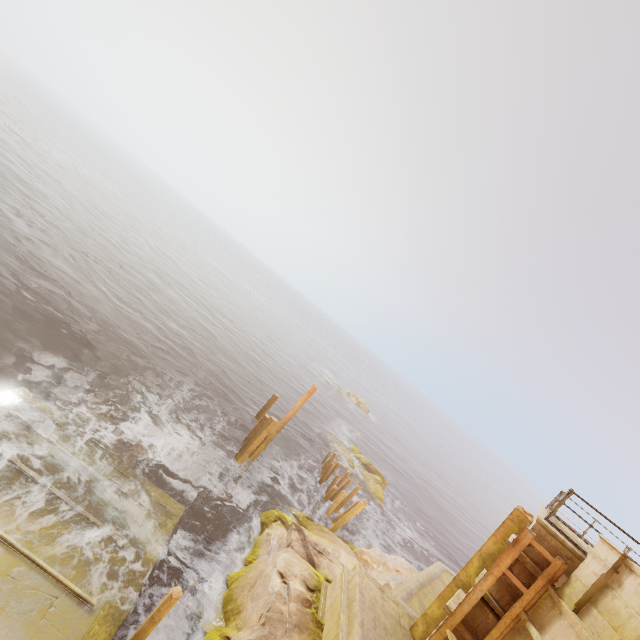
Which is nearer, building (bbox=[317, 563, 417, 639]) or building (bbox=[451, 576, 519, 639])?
building (bbox=[451, 576, 519, 639])

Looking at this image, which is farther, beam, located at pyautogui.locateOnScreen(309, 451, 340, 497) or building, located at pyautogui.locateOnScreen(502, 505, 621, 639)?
beam, located at pyautogui.locateOnScreen(309, 451, 340, 497)

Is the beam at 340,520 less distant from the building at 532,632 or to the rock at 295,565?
the rock at 295,565

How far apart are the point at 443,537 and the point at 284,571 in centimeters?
2665cm

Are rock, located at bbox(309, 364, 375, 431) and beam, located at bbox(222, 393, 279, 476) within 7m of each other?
no

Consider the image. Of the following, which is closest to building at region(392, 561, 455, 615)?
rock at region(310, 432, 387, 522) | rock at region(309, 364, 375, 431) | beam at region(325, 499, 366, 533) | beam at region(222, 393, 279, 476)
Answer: beam at region(325, 499, 366, 533)

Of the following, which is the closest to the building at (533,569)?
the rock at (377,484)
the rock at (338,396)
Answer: the rock at (377,484)

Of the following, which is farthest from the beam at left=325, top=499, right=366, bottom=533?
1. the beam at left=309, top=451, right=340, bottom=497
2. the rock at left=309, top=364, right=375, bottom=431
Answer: the rock at left=309, top=364, right=375, bottom=431
